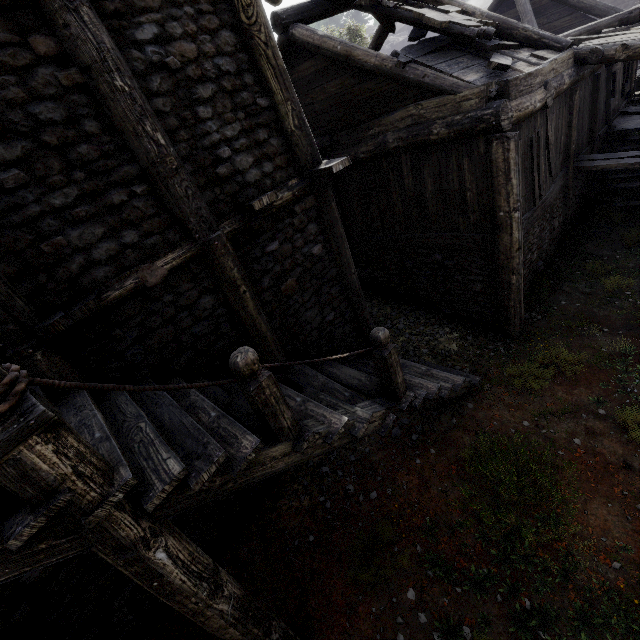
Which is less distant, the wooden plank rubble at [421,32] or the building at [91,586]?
the building at [91,586]

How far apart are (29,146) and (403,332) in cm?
807

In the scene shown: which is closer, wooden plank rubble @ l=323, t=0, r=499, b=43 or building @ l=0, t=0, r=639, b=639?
building @ l=0, t=0, r=639, b=639
